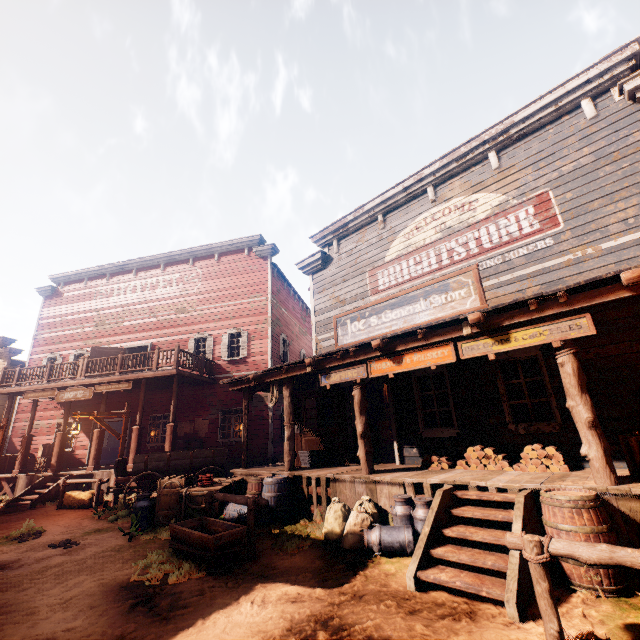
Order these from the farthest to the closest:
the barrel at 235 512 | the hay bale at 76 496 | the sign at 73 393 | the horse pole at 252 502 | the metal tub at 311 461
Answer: the sign at 73 393, the hay bale at 76 496, the metal tub at 311 461, the barrel at 235 512, the horse pole at 252 502

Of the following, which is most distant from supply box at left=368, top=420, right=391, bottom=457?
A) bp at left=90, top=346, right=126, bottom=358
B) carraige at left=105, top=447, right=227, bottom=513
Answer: bp at left=90, top=346, right=126, bottom=358

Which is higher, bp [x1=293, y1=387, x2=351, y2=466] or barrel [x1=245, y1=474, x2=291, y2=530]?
bp [x1=293, y1=387, x2=351, y2=466]

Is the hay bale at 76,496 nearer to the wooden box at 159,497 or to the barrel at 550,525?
the wooden box at 159,497

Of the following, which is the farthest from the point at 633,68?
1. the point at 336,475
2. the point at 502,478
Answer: the point at 336,475

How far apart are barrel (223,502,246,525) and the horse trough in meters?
0.9 m

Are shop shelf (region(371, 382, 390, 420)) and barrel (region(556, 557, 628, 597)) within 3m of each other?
no

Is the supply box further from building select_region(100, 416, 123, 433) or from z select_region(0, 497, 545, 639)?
z select_region(0, 497, 545, 639)
